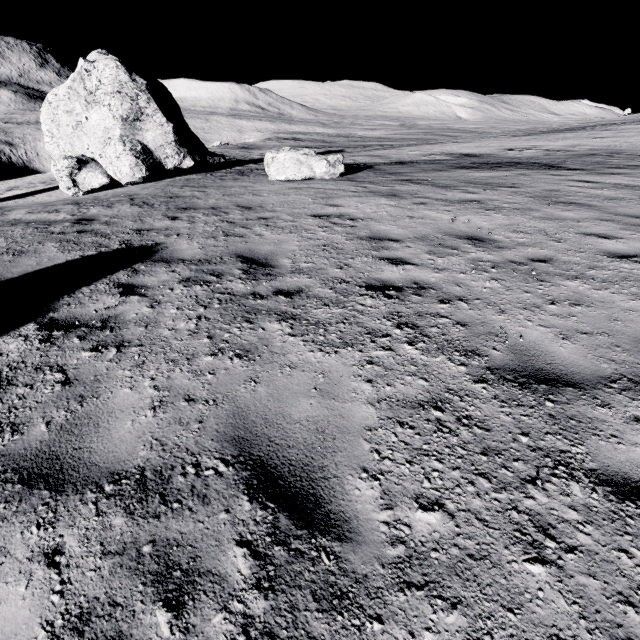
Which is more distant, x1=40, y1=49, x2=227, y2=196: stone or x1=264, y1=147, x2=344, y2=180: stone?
x1=40, y1=49, x2=227, y2=196: stone

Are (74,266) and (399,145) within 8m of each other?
no

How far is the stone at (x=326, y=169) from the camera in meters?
12.7

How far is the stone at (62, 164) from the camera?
14.6m

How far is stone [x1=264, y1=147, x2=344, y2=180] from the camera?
12.67m

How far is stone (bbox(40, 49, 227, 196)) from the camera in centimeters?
1462cm
